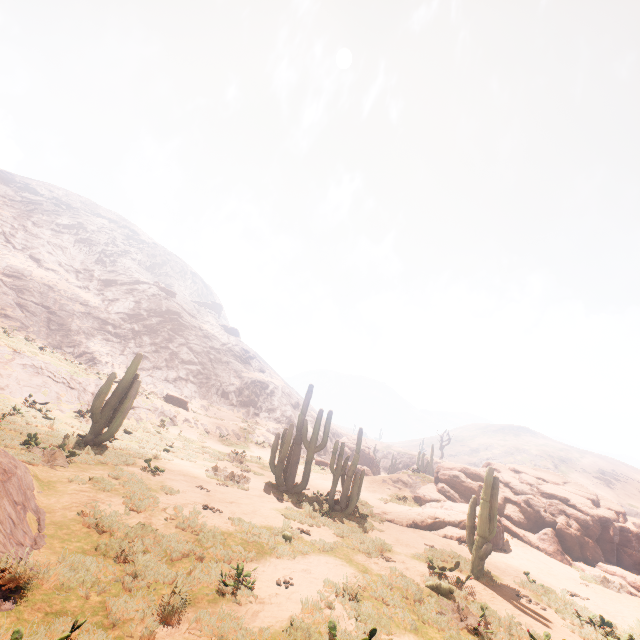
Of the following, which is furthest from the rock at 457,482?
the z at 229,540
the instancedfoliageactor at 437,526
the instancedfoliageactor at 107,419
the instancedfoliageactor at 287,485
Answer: the z at 229,540

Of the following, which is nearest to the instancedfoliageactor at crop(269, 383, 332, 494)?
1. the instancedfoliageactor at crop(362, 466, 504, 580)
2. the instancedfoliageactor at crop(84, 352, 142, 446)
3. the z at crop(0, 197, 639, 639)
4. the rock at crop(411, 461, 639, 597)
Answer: the instancedfoliageactor at crop(362, 466, 504, 580)

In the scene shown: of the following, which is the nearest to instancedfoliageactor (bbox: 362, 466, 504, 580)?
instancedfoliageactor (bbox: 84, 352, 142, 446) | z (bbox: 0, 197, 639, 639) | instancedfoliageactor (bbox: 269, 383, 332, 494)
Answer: instancedfoliageactor (bbox: 269, 383, 332, 494)

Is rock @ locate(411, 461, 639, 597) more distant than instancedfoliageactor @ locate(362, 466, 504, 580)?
Yes

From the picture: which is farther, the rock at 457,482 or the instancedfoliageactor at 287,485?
the rock at 457,482

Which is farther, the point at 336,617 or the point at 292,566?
the point at 292,566

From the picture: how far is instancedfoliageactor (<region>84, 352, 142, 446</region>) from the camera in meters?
13.3

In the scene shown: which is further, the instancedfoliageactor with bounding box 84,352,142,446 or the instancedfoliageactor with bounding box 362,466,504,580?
the instancedfoliageactor with bounding box 84,352,142,446
